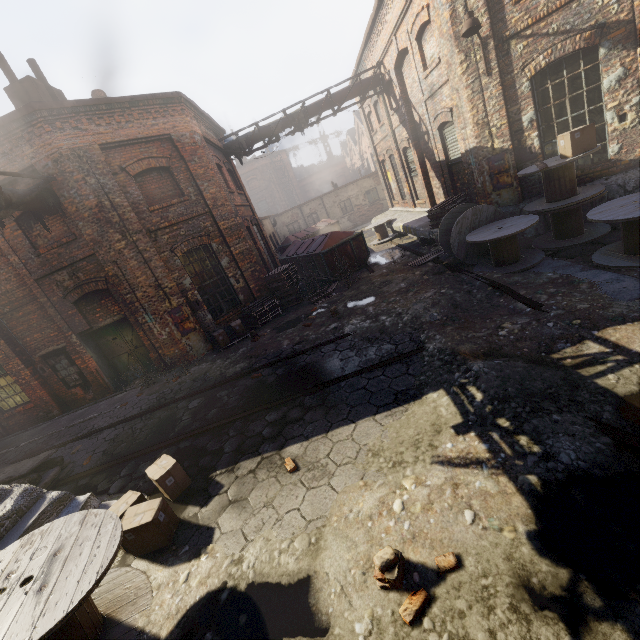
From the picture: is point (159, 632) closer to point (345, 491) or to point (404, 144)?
point (345, 491)

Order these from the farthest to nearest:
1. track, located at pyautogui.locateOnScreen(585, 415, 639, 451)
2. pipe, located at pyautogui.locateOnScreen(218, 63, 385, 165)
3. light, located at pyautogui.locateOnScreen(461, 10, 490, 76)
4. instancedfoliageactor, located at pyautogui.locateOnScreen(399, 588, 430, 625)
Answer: pipe, located at pyautogui.locateOnScreen(218, 63, 385, 165) → light, located at pyautogui.locateOnScreen(461, 10, 490, 76) → track, located at pyautogui.locateOnScreen(585, 415, 639, 451) → instancedfoliageactor, located at pyautogui.locateOnScreen(399, 588, 430, 625)

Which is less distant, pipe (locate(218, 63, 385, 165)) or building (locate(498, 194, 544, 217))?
building (locate(498, 194, 544, 217))

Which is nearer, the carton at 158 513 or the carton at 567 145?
the carton at 158 513

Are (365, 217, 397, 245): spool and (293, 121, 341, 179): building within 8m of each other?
no

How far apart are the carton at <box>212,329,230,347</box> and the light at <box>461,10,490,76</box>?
10.05m

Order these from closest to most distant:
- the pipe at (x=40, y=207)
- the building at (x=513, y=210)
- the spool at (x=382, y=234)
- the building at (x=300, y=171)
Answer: the pipe at (x=40, y=207) < the building at (x=513, y=210) < the spool at (x=382, y=234) < the building at (x=300, y=171)

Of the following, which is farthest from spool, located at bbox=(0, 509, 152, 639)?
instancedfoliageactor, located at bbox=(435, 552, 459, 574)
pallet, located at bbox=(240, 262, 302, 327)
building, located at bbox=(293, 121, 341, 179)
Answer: building, located at bbox=(293, 121, 341, 179)
